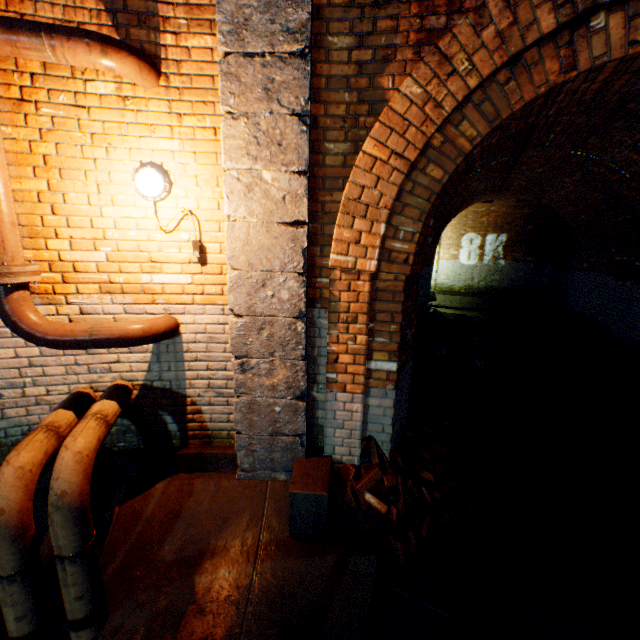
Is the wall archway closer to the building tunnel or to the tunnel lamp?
the building tunnel

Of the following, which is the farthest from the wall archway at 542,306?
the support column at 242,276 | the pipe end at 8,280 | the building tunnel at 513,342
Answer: the pipe end at 8,280

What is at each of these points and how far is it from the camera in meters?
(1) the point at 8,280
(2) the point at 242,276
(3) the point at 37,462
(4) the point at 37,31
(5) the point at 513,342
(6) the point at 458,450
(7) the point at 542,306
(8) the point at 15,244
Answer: (1) pipe end, 2.2
(2) support column, 2.7
(3) pipe, 2.1
(4) pipe, 2.0
(5) building tunnel, 10.3
(6) brick pile, 4.2
(7) wall archway, 14.6
(8) pipe, 2.3

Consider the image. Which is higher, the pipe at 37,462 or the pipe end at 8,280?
the pipe end at 8,280

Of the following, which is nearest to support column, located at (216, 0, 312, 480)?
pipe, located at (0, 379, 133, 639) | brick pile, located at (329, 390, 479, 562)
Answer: brick pile, located at (329, 390, 479, 562)

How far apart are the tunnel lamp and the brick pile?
2.3m

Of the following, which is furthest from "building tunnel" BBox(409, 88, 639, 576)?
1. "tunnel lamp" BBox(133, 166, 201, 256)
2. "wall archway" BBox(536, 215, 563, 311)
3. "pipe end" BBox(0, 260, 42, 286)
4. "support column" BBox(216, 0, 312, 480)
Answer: "pipe end" BBox(0, 260, 42, 286)

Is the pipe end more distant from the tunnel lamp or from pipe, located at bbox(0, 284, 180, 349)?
the tunnel lamp
